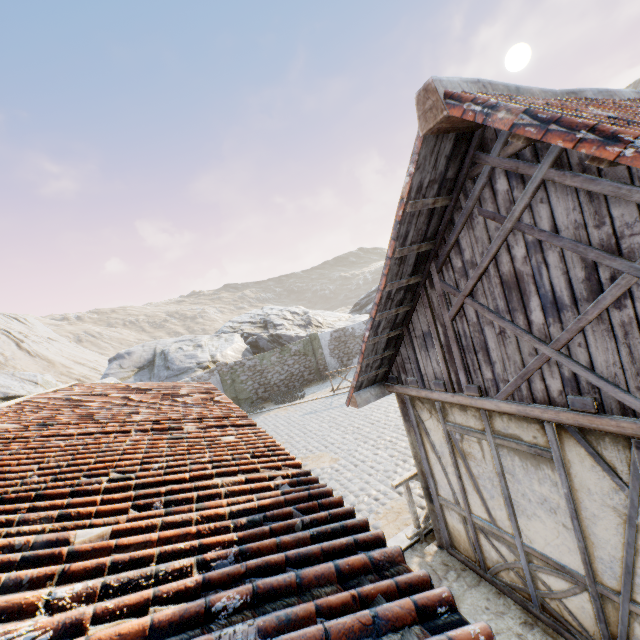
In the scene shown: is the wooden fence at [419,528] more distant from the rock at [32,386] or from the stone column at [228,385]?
the stone column at [228,385]

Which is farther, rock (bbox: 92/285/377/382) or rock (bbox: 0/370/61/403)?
rock (bbox: 92/285/377/382)

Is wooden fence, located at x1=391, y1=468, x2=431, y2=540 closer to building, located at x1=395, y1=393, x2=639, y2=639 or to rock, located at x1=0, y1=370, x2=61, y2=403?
building, located at x1=395, y1=393, x2=639, y2=639

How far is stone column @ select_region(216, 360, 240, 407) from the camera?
19.5 meters

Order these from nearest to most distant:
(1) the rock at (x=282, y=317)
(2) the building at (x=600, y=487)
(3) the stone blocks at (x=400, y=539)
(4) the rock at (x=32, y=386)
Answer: (2) the building at (x=600, y=487), (3) the stone blocks at (x=400, y=539), (4) the rock at (x=32, y=386), (1) the rock at (x=282, y=317)

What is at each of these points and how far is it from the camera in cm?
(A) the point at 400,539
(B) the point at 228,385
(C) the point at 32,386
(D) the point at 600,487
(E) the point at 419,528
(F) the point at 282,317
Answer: (A) stone blocks, 600
(B) stone column, 1955
(C) rock, 1527
(D) building, 306
(E) wooden fence, 592
(F) rock, 3169

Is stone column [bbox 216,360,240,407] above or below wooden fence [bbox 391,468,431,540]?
above

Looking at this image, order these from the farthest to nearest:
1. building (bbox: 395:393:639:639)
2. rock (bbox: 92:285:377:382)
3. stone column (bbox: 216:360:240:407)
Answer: rock (bbox: 92:285:377:382), stone column (bbox: 216:360:240:407), building (bbox: 395:393:639:639)
